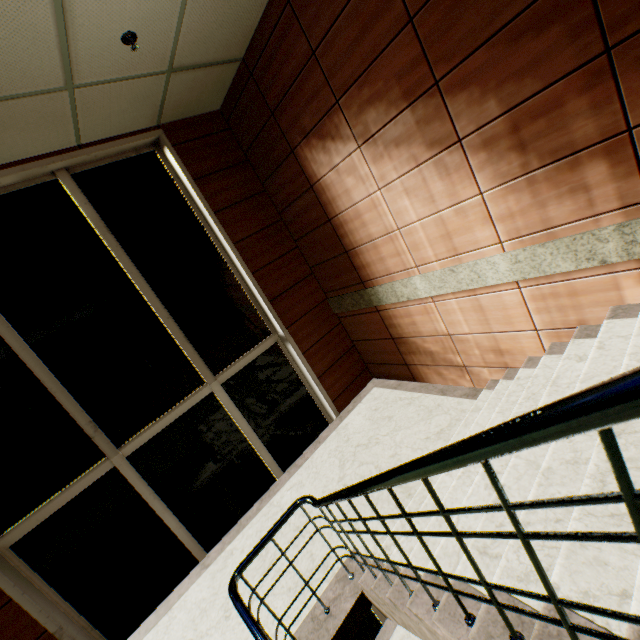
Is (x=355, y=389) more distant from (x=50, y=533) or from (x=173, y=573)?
(x=50, y=533)
